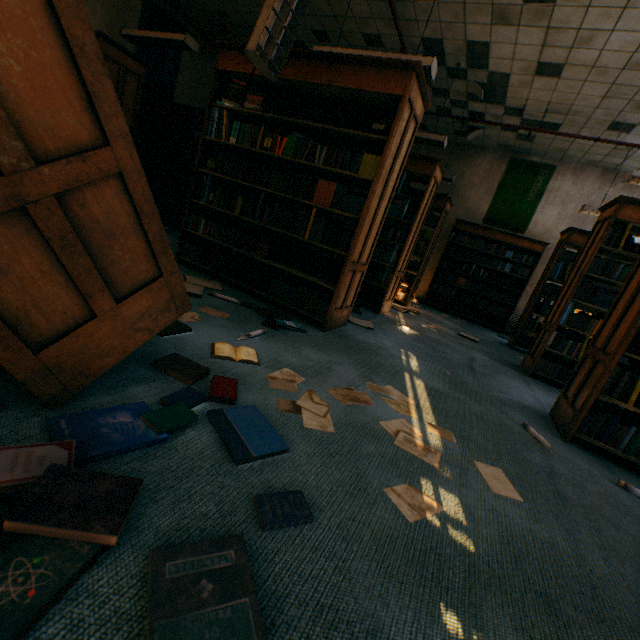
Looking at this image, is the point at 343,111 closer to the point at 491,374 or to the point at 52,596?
the point at 491,374

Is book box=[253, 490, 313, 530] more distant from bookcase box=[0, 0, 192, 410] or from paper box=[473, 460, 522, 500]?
paper box=[473, 460, 522, 500]

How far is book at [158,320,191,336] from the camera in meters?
1.8 m

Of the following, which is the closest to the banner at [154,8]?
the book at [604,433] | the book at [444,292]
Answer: the book at [444,292]

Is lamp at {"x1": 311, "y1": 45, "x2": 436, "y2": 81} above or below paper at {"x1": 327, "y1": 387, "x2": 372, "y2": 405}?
above

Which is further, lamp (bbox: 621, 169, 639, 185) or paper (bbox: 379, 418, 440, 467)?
lamp (bbox: 621, 169, 639, 185)

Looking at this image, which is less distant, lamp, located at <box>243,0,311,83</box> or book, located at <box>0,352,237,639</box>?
book, located at <box>0,352,237,639</box>

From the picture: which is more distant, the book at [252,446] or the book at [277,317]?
the book at [277,317]
